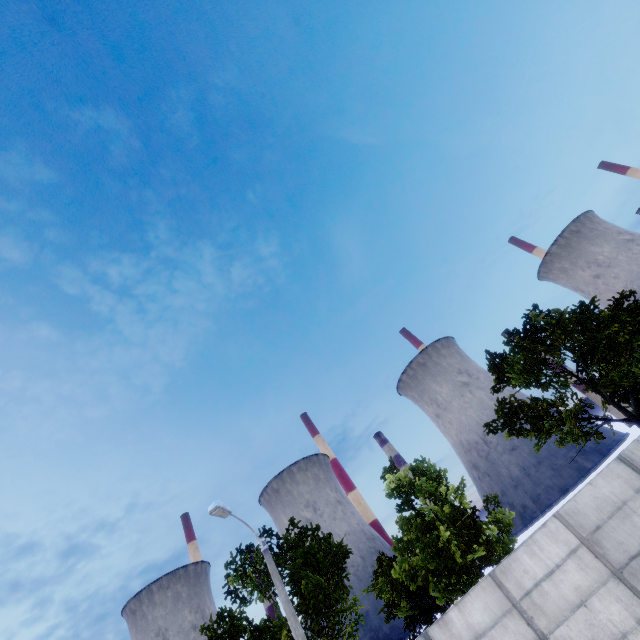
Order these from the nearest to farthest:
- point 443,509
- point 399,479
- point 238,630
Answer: point 443,509 → point 399,479 → point 238,630
